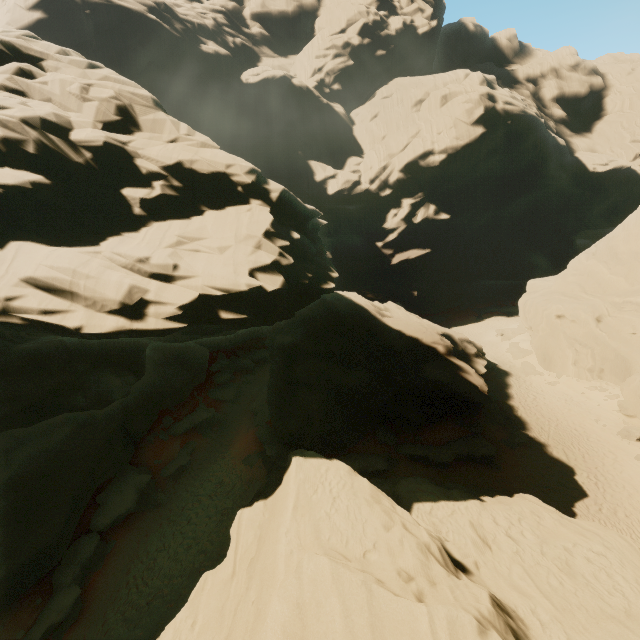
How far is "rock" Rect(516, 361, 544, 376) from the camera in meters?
31.3

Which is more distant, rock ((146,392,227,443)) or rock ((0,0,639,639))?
rock ((146,392,227,443))

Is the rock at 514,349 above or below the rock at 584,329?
below

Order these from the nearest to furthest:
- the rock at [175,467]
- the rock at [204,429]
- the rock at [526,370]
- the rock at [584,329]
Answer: the rock at [584,329] → the rock at [175,467] → the rock at [204,429] → the rock at [526,370]

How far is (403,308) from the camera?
34.19m
